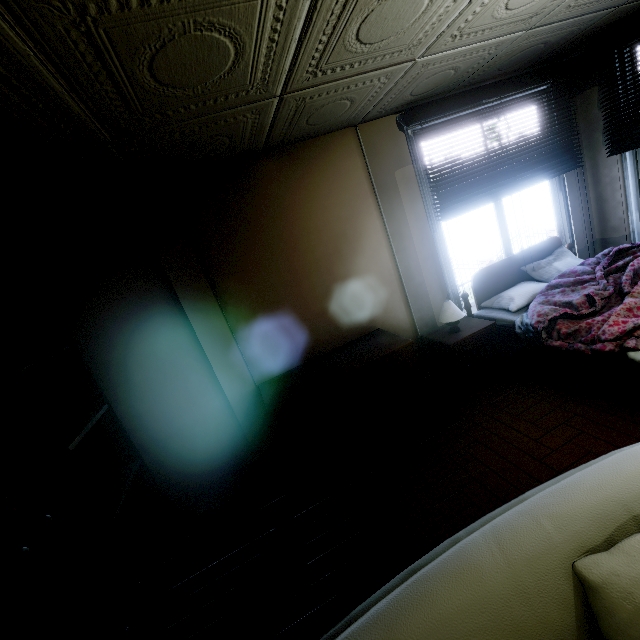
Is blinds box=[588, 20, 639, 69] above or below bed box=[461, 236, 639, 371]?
above

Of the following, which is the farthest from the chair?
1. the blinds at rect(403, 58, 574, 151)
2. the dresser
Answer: the blinds at rect(403, 58, 574, 151)

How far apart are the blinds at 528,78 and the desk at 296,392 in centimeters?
210cm

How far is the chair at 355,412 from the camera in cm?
239

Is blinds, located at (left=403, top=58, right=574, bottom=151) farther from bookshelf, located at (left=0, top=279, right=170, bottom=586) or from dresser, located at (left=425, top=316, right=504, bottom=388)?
bookshelf, located at (left=0, top=279, right=170, bottom=586)

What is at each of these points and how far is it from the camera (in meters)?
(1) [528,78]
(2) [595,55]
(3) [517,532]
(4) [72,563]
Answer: (1) blinds, 3.33
(2) blinds, 3.37
(3) couch, 1.00
(4) wardrobe, 1.76

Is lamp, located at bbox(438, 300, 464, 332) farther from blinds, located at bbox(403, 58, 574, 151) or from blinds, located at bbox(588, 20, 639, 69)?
blinds, located at bbox(588, 20, 639, 69)

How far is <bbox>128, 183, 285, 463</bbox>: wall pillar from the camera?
2.72m
